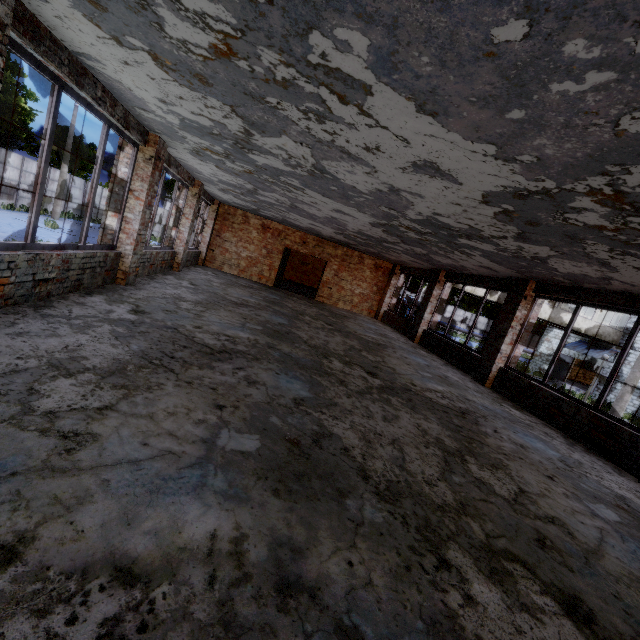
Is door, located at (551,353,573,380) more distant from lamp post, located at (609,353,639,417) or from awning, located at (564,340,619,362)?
lamp post, located at (609,353,639,417)

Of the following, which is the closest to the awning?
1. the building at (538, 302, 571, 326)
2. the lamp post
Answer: the building at (538, 302, 571, 326)

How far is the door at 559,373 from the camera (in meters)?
26.89

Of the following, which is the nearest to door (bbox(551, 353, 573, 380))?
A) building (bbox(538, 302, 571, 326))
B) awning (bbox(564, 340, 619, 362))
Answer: awning (bbox(564, 340, 619, 362))

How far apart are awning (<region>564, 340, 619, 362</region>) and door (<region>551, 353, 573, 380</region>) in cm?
54

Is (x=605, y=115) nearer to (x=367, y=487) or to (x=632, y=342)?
(x=367, y=487)

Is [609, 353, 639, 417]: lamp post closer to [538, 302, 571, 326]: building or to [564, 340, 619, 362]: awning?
[538, 302, 571, 326]: building

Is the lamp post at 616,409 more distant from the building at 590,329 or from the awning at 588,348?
the awning at 588,348
